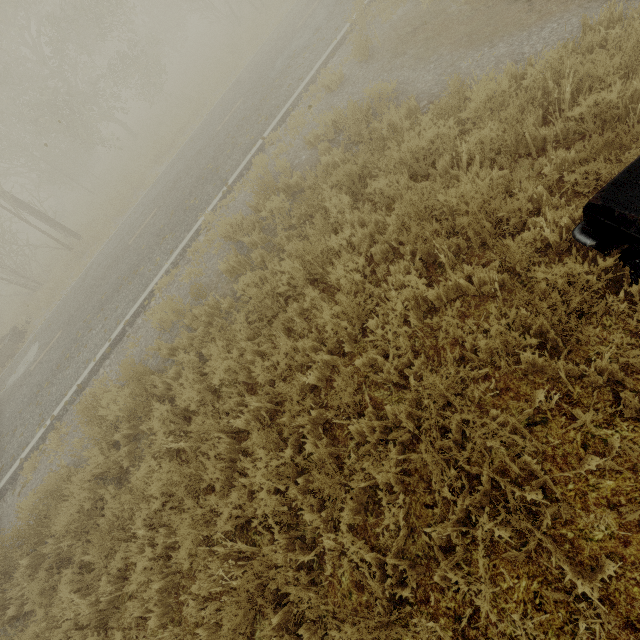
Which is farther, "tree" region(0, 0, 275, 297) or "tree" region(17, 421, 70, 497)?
"tree" region(0, 0, 275, 297)

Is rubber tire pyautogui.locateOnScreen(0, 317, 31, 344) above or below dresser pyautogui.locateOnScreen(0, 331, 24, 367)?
above

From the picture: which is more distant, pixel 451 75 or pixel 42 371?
pixel 42 371

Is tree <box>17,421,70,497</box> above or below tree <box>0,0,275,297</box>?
below

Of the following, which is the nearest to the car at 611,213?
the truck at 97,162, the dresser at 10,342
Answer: the dresser at 10,342

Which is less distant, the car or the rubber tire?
the car

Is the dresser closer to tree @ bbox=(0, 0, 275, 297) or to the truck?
tree @ bbox=(0, 0, 275, 297)

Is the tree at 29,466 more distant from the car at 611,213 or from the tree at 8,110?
the car at 611,213
